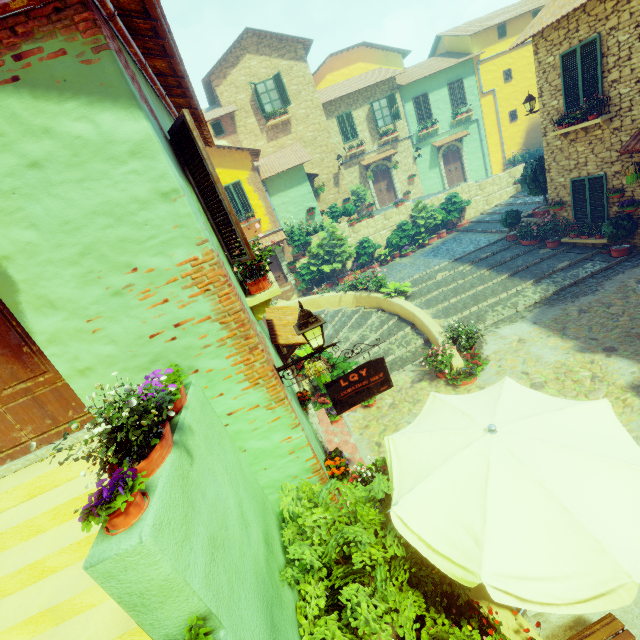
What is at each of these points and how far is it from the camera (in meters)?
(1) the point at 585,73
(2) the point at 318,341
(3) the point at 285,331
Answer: (1) window, 9.45
(2) street light, 4.08
(3) door eaves, 5.91

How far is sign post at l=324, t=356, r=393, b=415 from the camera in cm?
457

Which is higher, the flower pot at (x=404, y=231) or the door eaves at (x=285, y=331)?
the door eaves at (x=285, y=331)

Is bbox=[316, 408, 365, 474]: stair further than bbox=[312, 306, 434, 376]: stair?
No

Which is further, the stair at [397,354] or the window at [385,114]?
the window at [385,114]

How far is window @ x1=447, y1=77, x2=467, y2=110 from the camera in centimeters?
2128cm

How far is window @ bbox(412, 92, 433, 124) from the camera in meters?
21.3 m

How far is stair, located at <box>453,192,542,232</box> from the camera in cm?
1600
